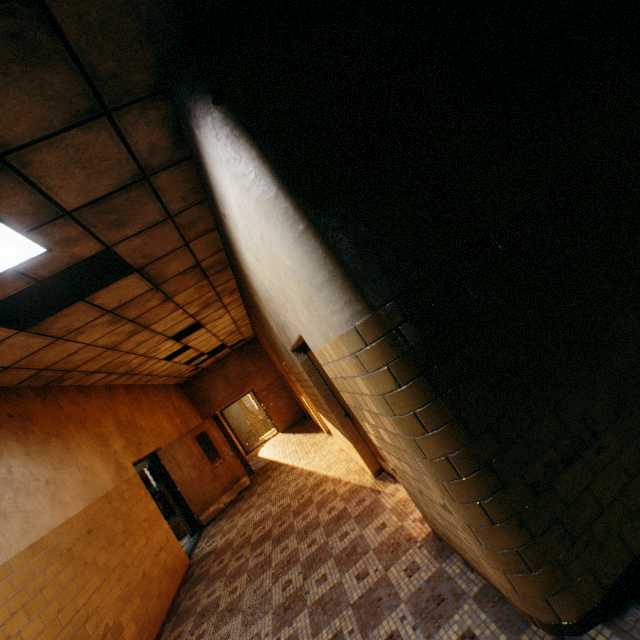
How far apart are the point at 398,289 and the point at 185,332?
8.00m

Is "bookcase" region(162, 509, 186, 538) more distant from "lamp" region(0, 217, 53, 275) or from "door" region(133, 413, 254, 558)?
"lamp" region(0, 217, 53, 275)

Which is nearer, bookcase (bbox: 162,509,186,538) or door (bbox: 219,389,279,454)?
bookcase (bbox: 162,509,186,538)

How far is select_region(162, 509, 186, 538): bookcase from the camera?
8.0m

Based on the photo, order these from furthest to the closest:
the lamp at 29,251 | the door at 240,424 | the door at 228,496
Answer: the door at 240,424 < the door at 228,496 < the lamp at 29,251

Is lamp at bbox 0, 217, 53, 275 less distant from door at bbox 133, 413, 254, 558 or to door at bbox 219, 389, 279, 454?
door at bbox 133, 413, 254, 558

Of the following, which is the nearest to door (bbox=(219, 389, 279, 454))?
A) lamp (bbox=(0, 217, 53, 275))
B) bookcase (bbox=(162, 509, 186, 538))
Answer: bookcase (bbox=(162, 509, 186, 538))

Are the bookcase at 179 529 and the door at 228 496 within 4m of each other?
yes
